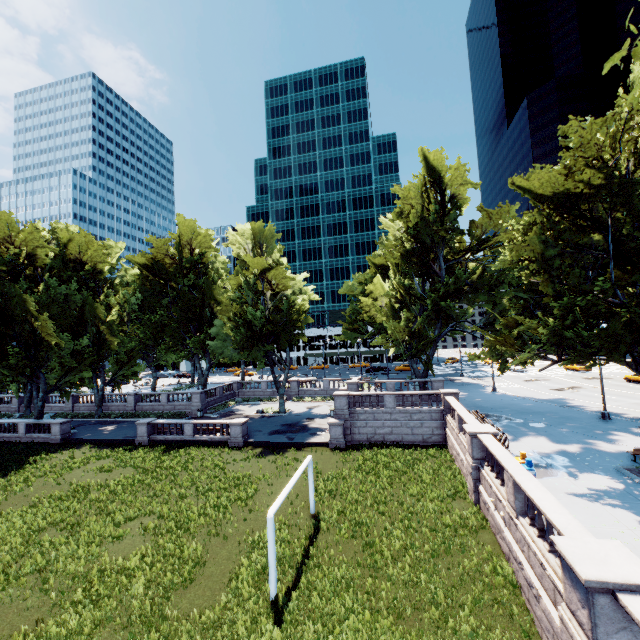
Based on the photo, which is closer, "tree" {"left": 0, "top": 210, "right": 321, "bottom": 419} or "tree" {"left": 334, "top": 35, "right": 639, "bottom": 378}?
"tree" {"left": 334, "top": 35, "right": 639, "bottom": 378}

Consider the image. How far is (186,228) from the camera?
42.3 meters

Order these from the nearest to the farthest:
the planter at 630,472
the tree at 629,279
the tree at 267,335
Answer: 1. the tree at 629,279
2. the planter at 630,472
3. the tree at 267,335

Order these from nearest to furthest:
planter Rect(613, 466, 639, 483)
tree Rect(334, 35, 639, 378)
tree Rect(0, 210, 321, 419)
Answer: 1. tree Rect(334, 35, 639, 378)
2. planter Rect(613, 466, 639, 483)
3. tree Rect(0, 210, 321, 419)

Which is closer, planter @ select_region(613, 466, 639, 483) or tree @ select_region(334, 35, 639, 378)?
tree @ select_region(334, 35, 639, 378)

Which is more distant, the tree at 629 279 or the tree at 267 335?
the tree at 267 335

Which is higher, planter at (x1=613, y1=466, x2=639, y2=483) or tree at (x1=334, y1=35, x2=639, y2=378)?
tree at (x1=334, y1=35, x2=639, y2=378)
